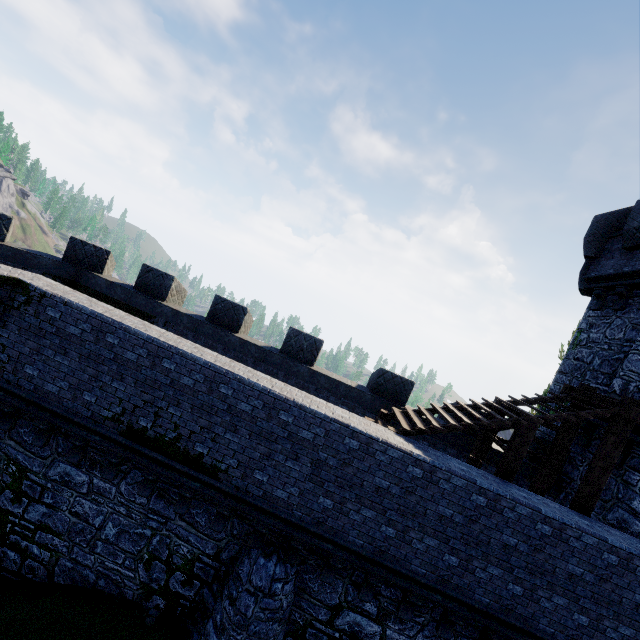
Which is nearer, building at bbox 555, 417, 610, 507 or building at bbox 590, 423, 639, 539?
building at bbox 590, 423, 639, 539

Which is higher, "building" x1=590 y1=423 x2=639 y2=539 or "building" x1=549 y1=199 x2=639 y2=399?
"building" x1=549 y1=199 x2=639 y2=399

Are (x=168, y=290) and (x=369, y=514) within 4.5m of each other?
no

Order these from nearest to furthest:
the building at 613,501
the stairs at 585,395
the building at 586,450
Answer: the stairs at 585,395, the building at 613,501, the building at 586,450

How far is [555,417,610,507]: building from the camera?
10.2m

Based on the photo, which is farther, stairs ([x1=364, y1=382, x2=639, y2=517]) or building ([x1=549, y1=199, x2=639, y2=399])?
building ([x1=549, y1=199, x2=639, y2=399])

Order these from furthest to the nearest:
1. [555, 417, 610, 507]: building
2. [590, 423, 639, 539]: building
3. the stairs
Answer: [555, 417, 610, 507]: building → [590, 423, 639, 539]: building → the stairs

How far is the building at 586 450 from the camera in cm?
1022
